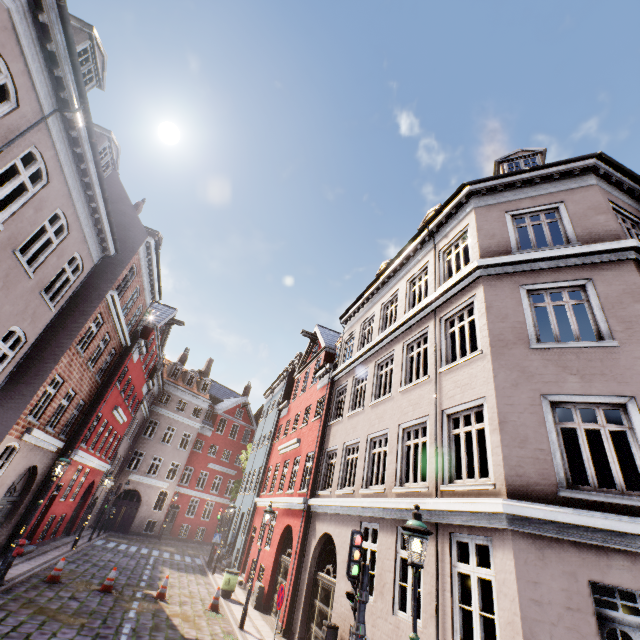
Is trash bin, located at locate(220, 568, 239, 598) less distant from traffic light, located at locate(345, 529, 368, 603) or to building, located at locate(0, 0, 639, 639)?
building, located at locate(0, 0, 639, 639)

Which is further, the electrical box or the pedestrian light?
the electrical box

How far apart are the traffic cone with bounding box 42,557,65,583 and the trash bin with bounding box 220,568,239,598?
6.4m

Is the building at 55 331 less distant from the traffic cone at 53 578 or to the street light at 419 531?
Result: the street light at 419 531

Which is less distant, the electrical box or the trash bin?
the electrical box

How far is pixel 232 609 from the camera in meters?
13.4

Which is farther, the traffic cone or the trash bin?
the trash bin

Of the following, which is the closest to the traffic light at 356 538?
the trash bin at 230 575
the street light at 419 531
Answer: the street light at 419 531
